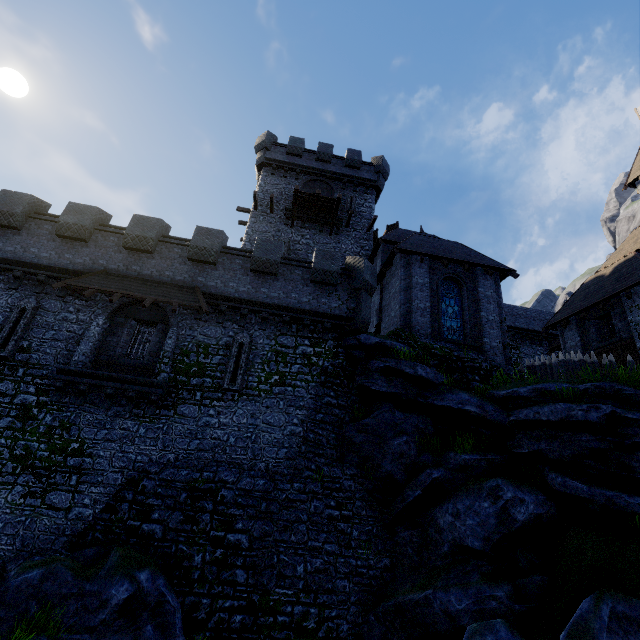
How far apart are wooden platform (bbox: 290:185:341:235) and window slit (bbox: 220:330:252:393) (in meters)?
12.30

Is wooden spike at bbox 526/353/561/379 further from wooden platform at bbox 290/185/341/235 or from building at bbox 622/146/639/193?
building at bbox 622/146/639/193

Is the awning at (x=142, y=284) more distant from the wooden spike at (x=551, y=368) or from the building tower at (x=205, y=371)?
the wooden spike at (x=551, y=368)

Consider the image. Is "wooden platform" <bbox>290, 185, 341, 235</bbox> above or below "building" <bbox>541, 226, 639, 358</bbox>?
above

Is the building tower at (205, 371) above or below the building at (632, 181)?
below

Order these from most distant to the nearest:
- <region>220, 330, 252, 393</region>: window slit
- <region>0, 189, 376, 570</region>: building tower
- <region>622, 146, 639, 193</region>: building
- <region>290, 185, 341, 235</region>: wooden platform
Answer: <region>622, 146, 639, 193</region>: building → <region>290, 185, 341, 235</region>: wooden platform → <region>220, 330, 252, 393</region>: window slit → <region>0, 189, 376, 570</region>: building tower

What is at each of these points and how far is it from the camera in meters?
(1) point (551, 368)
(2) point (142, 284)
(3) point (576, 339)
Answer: (1) wooden spike, 14.9
(2) awning, 14.4
(3) building, 19.4

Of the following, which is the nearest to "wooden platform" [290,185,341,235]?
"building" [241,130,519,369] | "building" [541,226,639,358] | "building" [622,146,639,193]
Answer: "building" [241,130,519,369]
